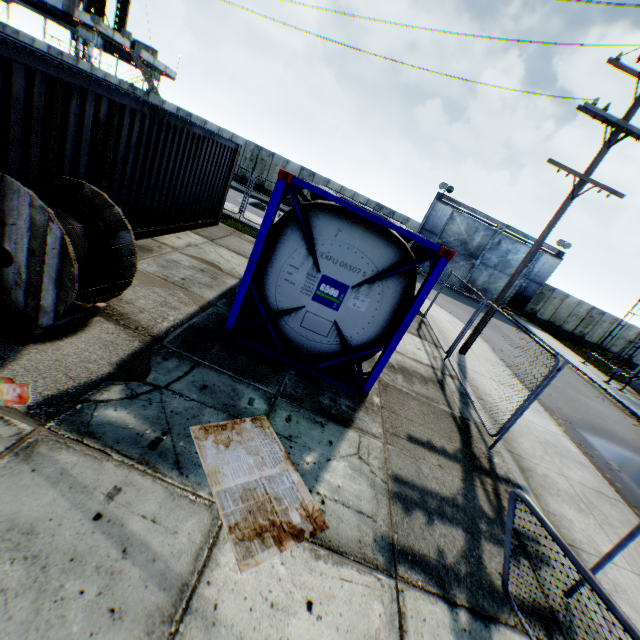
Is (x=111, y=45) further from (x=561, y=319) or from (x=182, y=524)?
(x=561, y=319)

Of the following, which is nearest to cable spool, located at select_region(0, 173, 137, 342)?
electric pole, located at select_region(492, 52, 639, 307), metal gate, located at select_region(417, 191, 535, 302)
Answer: electric pole, located at select_region(492, 52, 639, 307)

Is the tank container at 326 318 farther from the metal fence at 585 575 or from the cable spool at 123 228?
the metal fence at 585 575

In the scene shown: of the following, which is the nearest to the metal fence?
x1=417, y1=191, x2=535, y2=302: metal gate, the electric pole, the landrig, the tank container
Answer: the electric pole

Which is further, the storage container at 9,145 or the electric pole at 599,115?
the electric pole at 599,115

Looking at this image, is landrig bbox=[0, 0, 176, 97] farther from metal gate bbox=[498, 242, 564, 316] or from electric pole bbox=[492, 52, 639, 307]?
electric pole bbox=[492, 52, 639, 307]

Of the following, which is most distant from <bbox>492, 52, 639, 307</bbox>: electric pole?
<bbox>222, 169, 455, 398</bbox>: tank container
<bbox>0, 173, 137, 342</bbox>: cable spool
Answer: <bbox>0, 173, 137, 342</bbox>: cable spool

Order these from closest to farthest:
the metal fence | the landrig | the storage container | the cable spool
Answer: the metal fence
the cable spool
the storage container
the landrig
